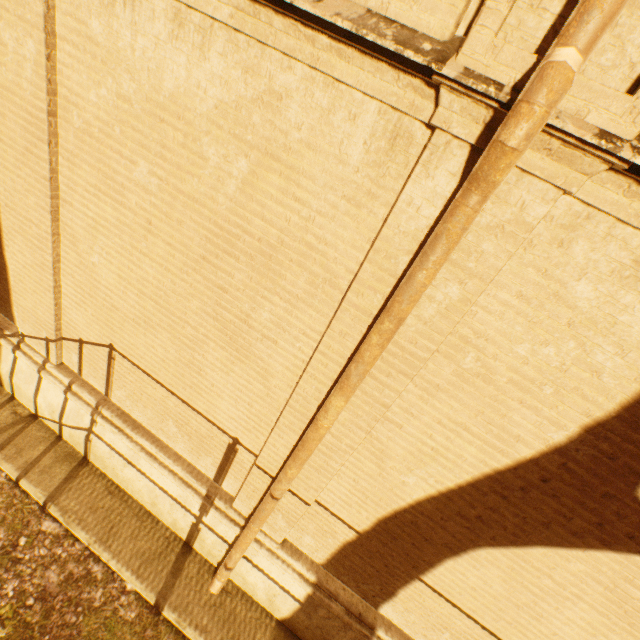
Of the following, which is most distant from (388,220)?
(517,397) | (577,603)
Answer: (577,603)
